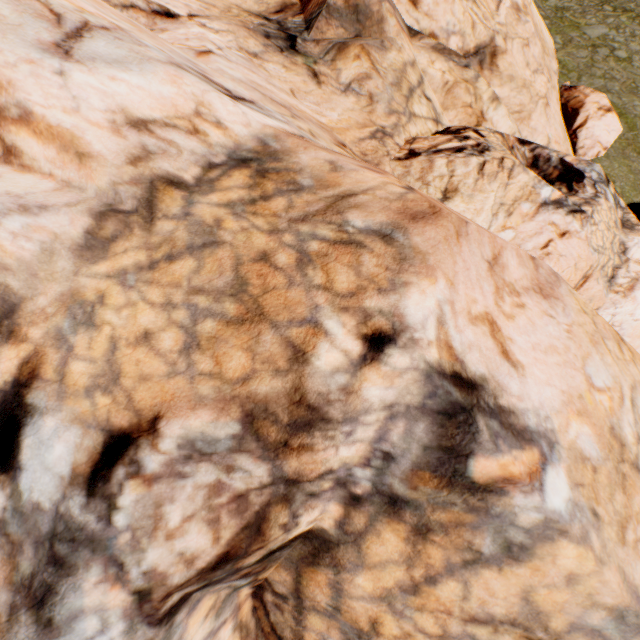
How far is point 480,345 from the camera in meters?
2.7 m
